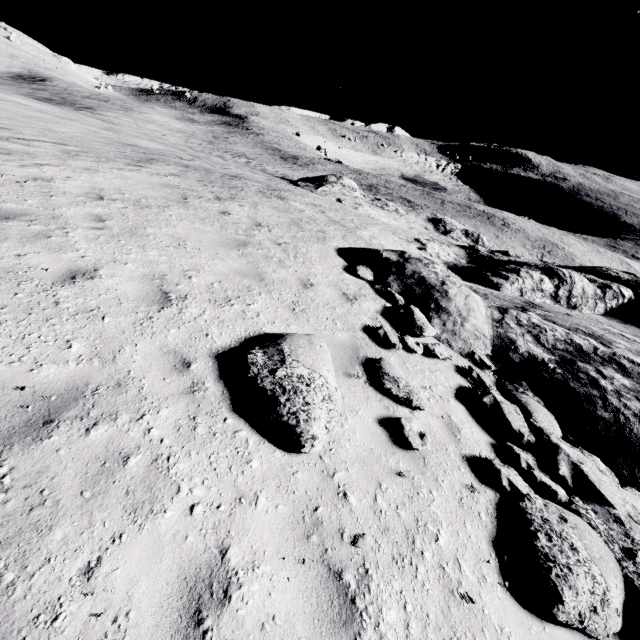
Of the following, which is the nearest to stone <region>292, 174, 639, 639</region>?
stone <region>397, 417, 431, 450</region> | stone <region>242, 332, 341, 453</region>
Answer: stone <region>397, 417, 431, 450</region>

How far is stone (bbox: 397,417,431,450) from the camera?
4.3 meters

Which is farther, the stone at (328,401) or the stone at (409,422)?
the stone at (409,422)

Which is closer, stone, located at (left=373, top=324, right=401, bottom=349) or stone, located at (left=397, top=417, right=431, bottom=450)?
stone, located at (left=397, top=417, right=431, bottom=450)

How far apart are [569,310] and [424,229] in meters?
16.6 m

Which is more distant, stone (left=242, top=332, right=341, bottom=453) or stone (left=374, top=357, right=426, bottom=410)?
stone (left=374, top=357, right=426, bottom=410)

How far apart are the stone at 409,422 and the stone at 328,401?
0.9 meters
